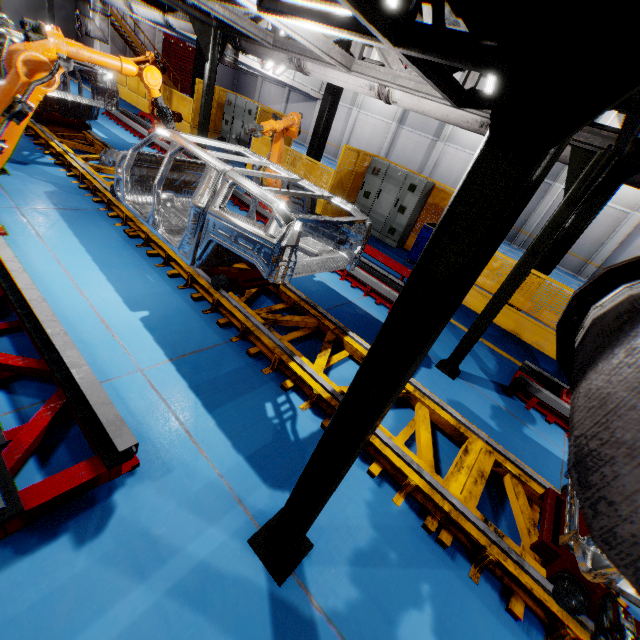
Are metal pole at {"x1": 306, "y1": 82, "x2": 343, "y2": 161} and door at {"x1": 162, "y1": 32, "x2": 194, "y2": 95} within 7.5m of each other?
no

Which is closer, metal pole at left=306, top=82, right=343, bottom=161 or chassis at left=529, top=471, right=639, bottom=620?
chassis at left=529, top=471, right=639, bottom=620

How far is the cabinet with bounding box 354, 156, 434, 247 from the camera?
9.80m

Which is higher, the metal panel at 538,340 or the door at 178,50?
the door at 178,50

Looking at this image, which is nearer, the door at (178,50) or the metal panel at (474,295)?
the metal panel at (474,295)

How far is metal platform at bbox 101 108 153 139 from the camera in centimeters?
1080cm

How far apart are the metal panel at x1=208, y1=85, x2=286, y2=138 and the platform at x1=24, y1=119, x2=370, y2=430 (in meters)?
4.56

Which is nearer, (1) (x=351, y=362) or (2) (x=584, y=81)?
(2) (x=584, y=81)
